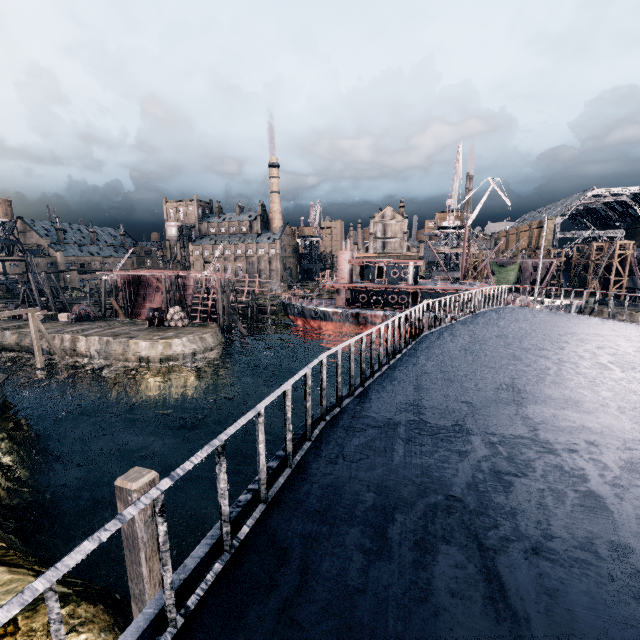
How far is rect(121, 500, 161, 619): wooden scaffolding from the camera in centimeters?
496cm

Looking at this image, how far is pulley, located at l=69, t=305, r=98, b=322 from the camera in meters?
47.2

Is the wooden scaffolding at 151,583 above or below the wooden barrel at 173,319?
above

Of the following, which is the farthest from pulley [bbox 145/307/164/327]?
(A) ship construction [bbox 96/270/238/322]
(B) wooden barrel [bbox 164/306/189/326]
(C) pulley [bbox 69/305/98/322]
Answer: (C) pulley [bbox 69/305/98/322]

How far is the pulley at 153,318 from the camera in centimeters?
4306cm

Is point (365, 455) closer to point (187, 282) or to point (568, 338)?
point (568, 338)

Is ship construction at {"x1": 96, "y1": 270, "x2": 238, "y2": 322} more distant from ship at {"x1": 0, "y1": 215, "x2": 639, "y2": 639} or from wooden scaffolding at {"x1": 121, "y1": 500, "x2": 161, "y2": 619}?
wooden scaffolding at {"x1": 121, "y1": 500, "x2": 161, "y2": 619}

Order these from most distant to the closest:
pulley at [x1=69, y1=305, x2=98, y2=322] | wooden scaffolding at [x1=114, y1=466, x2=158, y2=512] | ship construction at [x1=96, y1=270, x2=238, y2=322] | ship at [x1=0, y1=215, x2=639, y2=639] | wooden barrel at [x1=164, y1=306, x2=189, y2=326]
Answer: ship construction at [x1=96, y1=270, x2=238, y2=322], pulley at [x1=69, y1=305, x2=98, y2=322], wooden barrel at [x1=164, y1=306, x2=189, y2=326], wooden scaffolding at [x1=114, y1=466, x2=158, y2=512], ship at [x1=0, y1=215, x2=639, y2=639]
